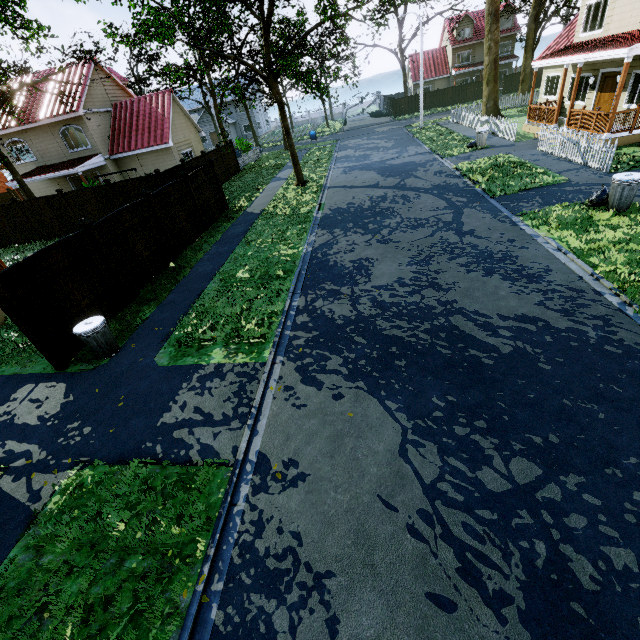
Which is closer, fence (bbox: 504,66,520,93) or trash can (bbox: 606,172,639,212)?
trash can (bbox: 606,172,639,212)

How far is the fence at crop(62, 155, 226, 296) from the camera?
9.8m

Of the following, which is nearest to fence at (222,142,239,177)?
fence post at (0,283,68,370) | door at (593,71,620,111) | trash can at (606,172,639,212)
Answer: fence post at (0,283,68,370)

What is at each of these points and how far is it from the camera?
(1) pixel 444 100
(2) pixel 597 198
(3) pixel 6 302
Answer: (1) fence, 42.84m
(2) trash bag, 9.18m
(3) fence post, 6.48m

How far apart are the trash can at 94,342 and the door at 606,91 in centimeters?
2328cm

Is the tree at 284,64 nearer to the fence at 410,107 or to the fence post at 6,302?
the fence at 410,107

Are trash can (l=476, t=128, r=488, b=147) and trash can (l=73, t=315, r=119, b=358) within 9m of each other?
no

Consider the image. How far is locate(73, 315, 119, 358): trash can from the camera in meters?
7.2 m
